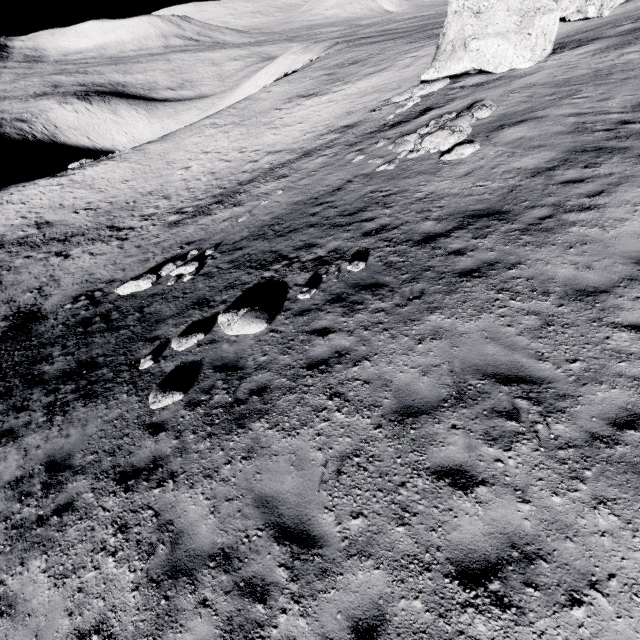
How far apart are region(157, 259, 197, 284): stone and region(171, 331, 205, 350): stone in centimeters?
503cm

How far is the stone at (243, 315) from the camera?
8.36m

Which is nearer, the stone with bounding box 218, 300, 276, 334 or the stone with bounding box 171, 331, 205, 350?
the stone with bounding box 218, 300, 276, 334

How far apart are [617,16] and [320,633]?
36.51m

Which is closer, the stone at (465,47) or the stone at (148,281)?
the stone at (148,281)

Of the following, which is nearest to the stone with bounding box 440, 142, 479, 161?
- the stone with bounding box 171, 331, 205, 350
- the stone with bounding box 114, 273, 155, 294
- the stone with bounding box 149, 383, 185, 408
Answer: the stone with bounding box 171, 331, 205, 350

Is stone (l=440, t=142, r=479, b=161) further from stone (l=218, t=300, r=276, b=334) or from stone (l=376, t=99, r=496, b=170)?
stone (l=218, t=300, r=276, b=334)

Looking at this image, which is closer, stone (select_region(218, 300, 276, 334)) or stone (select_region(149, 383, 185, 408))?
stone (select_region(149, 383, 185, 408))
